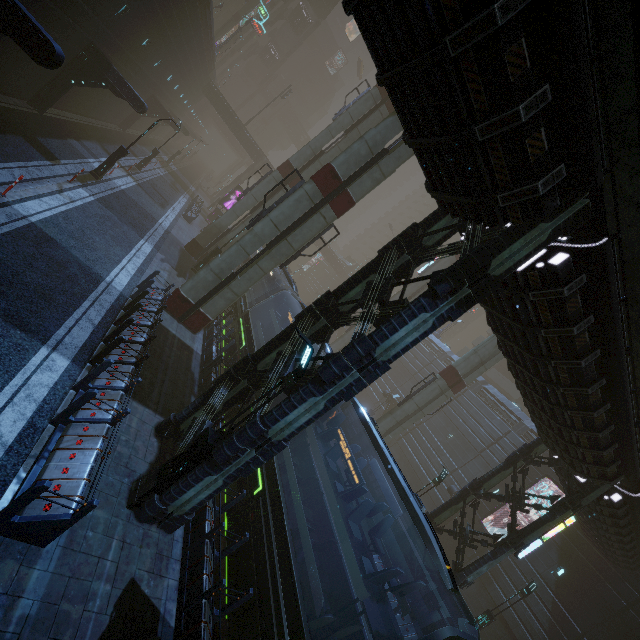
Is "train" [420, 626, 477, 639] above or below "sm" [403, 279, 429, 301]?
below

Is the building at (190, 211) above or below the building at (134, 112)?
below

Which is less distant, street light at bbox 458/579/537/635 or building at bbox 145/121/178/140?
street light at bbox 458/579/537/635

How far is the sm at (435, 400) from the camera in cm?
2205

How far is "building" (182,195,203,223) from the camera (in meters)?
30.83

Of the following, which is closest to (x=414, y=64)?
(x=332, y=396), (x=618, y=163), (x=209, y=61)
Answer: (x=618, y=163)

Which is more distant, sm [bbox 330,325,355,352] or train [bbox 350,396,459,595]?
sm [bbox 330,325,355,352]

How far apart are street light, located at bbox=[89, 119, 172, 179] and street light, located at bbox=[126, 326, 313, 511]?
18.00m
